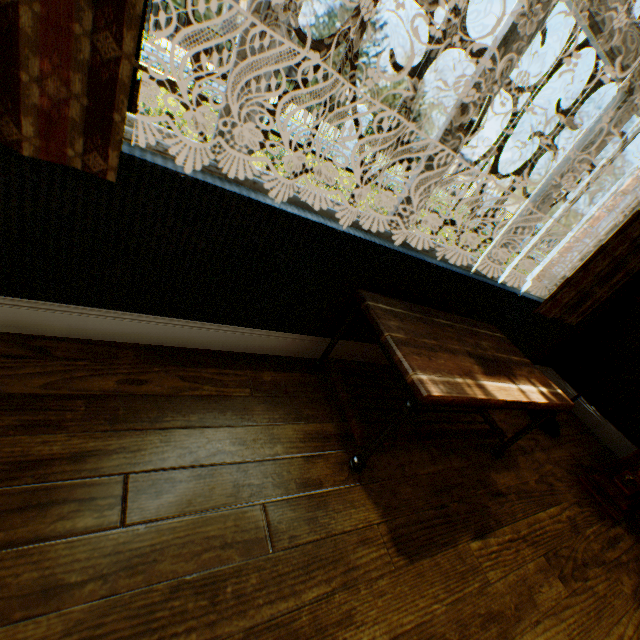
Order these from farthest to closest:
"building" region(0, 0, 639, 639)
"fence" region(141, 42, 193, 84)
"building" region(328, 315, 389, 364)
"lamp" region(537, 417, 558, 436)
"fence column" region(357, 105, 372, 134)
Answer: "fence column" region(357, 105, 372, 134), "fence" region(141, 42, 193, 84), "lamp" region(537, 417, 558, 436), "building" region(328, 315, 389, 364), "building" region(0, 0, 639, 639)

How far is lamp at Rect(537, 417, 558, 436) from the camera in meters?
2.5

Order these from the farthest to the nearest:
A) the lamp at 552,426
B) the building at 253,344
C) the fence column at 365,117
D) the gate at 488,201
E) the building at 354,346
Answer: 1. the gate at 488,201
2. the fence column at 365,117
3. the lamp at 552,426
4. the building at 354,346
5. the building at 253,344

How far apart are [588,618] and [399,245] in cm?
187

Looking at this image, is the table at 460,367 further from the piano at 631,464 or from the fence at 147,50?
the fence at 147,50

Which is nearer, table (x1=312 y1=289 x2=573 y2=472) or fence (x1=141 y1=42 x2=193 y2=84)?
table (x1=312 y1=289 x2=573 y2=472)

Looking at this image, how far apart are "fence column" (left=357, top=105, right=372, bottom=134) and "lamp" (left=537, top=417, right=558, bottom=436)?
15.2m

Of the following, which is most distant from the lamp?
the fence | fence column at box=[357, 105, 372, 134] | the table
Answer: fence column at box=[357, 105, 372, 134]
